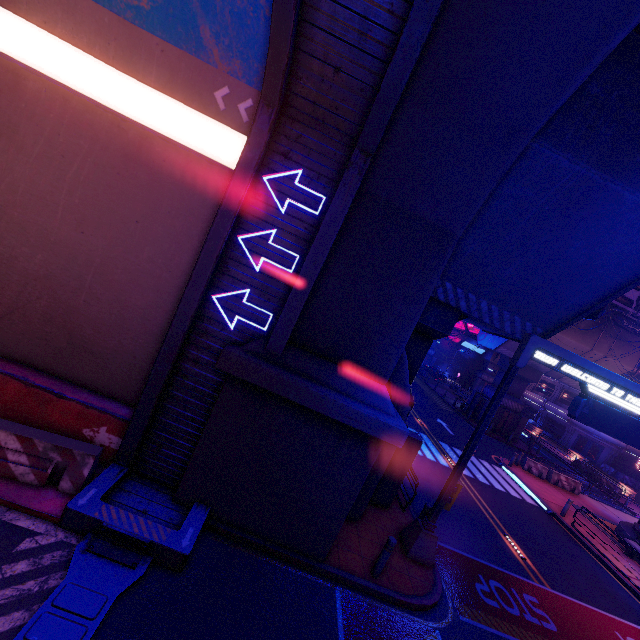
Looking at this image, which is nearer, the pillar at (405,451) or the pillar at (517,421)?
the pillar at (405,451)

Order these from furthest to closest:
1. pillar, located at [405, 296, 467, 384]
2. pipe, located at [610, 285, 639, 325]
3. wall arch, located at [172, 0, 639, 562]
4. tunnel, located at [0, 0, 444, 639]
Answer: pipe, located at [610, 285, 639, 325] < pillar, located at [405, 296, 467, 384] < tunnel, located at [0, 0, 444, 639] < wall arch, located at [172, 0, 639, 562]

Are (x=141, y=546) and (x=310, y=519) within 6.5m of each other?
yes

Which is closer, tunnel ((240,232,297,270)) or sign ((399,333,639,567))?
tunnel ((240,232,297,270))

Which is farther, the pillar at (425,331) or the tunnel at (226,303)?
the pillar at (425,331)

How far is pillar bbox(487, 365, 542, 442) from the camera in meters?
31.6 m

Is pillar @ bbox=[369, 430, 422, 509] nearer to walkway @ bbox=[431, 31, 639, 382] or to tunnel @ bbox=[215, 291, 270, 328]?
walkway @ bbox=[431, 31, 639, 382]

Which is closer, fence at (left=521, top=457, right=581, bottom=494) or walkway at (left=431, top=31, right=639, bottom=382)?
walkway at (left=431, top=31, right=639, bottom=382)
